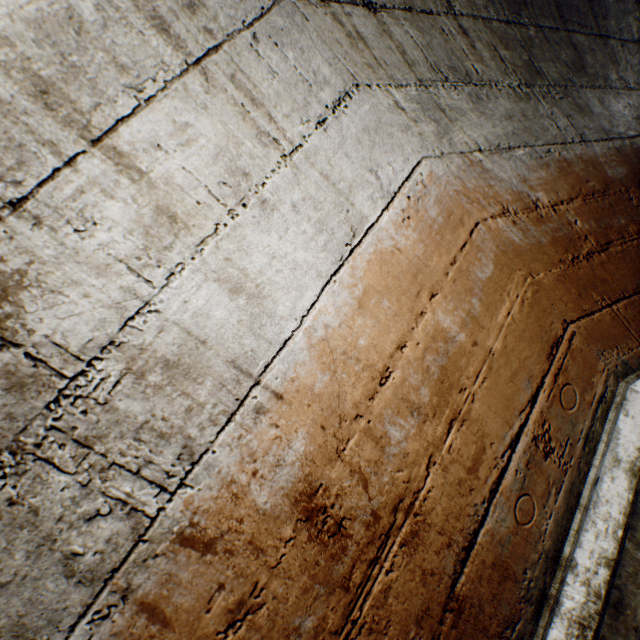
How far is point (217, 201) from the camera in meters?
0.9 m
